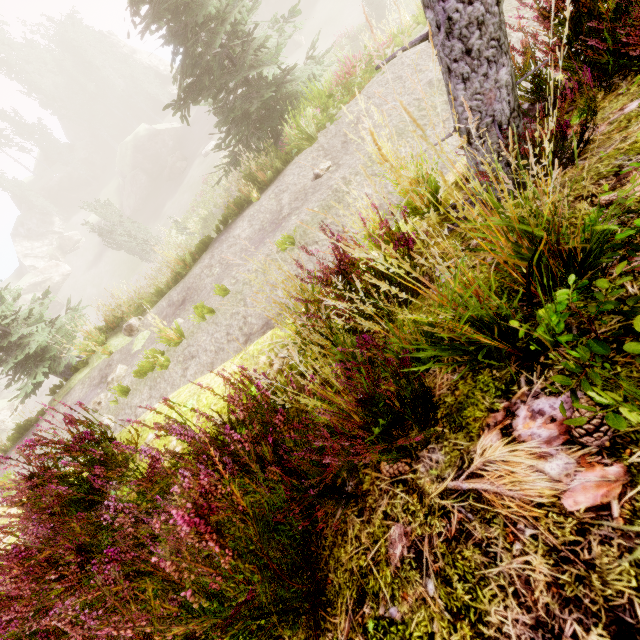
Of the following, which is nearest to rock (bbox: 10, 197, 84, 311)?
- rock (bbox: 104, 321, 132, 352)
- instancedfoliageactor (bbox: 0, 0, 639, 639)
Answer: instancedfoliageactor (bbox: 0, 0, 639, 639)

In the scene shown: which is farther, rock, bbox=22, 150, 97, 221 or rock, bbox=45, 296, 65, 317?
rock, bbox=22, 150, 97, 221

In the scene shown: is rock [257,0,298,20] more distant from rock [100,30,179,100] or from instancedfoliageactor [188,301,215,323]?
rock [100,30,179,100]

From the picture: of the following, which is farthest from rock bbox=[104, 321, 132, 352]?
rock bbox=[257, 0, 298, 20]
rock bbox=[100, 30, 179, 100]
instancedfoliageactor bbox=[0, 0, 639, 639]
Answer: rock bbox=[257, 0, 298, 20]

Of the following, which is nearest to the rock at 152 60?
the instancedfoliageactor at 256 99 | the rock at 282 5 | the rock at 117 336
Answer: the instancedfoliageactor at 256 99

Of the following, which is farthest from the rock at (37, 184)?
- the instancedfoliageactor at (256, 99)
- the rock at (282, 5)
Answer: the rock at (282, 5)

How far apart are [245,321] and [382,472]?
5.0m

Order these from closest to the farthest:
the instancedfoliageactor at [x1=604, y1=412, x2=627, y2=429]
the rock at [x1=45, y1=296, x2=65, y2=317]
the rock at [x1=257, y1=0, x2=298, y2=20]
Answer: the instancedfoliageactor at [x1=604, y1=412, x2=627, y2=429], the rock at [x1=257, y1=0, x2=298, y2=20], the rock at [x1=45, y1=296, x2=65, y2=317]
